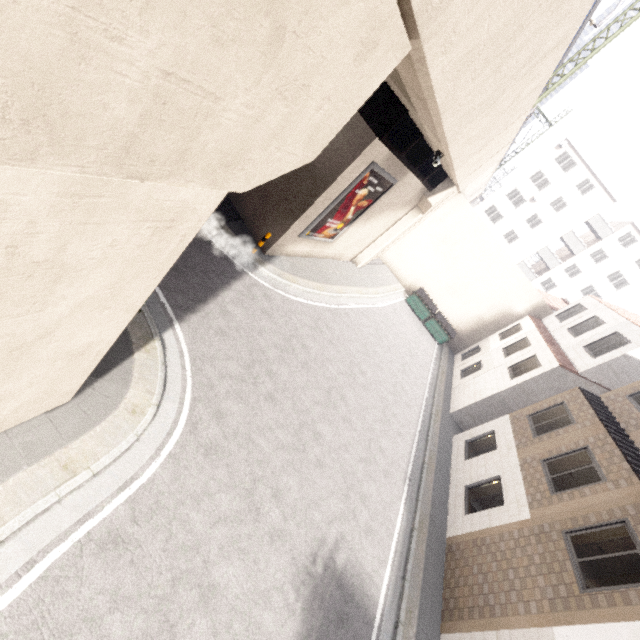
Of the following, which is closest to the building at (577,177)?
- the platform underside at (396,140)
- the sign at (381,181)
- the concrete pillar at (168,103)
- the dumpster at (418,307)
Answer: the platform underside at (396,140)

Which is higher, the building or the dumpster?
the building

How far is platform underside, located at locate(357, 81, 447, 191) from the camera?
9.7m

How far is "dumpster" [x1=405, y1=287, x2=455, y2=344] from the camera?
23.52m

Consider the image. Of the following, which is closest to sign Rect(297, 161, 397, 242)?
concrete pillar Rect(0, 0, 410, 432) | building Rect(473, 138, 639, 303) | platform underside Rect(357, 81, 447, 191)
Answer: platform underside Rect(357, 81, 447, 191)

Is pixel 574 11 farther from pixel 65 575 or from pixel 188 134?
pixel 65 575

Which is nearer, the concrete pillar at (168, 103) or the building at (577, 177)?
the concrete pillar at (168, 103)

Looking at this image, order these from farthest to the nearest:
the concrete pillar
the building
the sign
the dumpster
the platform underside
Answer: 1. the building
2. the dumpster
3. the sign
4. the platform underside
5. the concrete pillar
